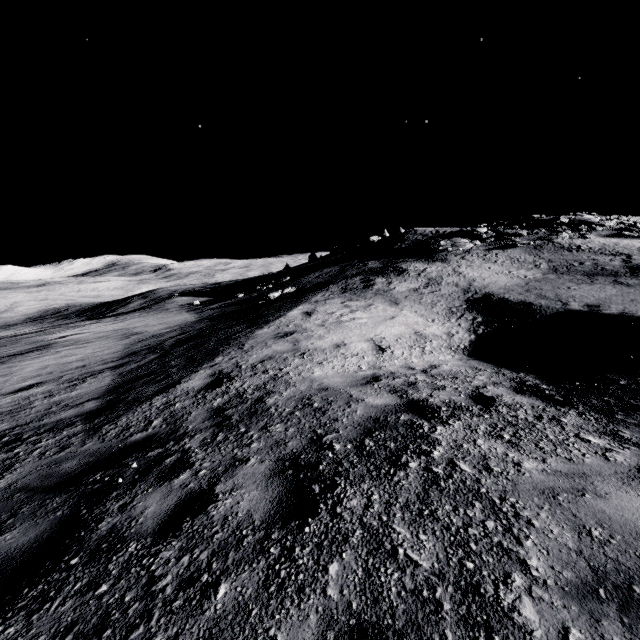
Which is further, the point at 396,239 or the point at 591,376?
the point at 396,239
